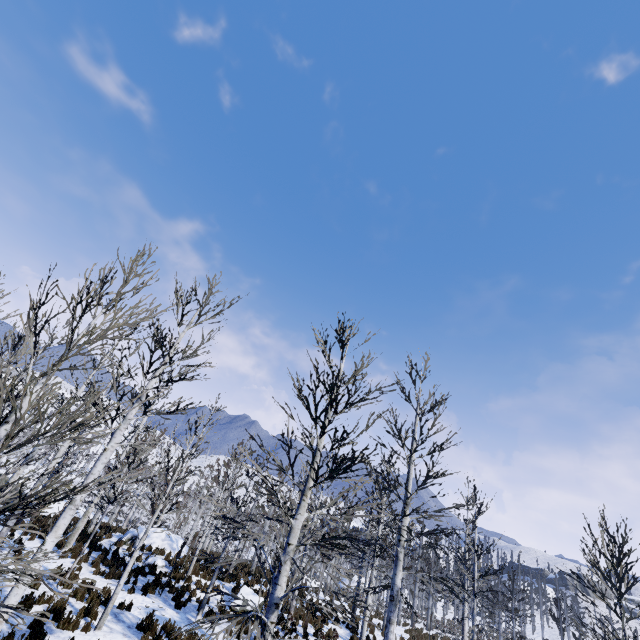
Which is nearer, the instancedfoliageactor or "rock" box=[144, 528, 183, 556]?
the instancedfoliageactor

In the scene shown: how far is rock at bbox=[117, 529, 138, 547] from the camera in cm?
1833

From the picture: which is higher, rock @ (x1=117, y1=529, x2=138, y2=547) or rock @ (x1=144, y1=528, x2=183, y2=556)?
rock @ (x1=144, y1=528, x2=183, y2=556)

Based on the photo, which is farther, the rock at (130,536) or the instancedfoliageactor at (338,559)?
the rock at (130,536)

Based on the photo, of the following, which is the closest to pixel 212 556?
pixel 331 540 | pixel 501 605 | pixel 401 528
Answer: pixel 401 528
